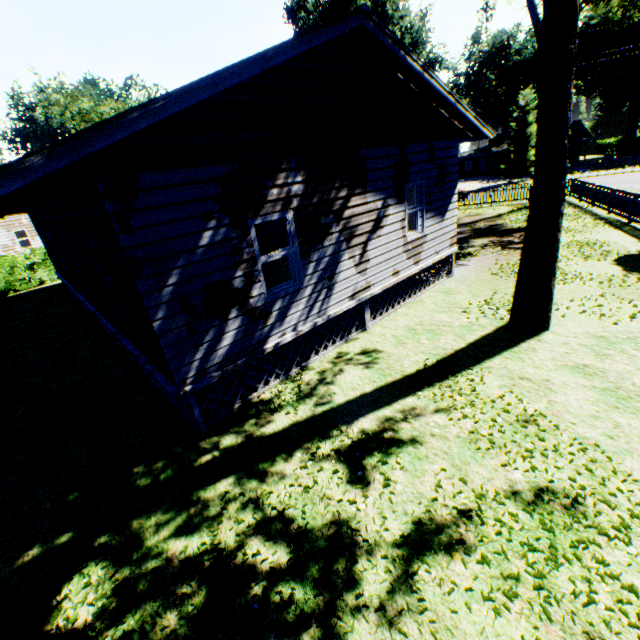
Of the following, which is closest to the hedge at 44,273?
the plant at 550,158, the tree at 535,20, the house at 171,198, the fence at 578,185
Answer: the fence at 578,185

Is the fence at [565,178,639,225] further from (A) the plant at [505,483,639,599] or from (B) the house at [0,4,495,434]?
(B) the house at [0,4,495,434]

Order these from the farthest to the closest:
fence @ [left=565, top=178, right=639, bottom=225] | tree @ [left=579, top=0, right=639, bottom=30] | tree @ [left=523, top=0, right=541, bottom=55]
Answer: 1. tree @ [left=523, top=0, right=541, bottom=55]
2. tree @ [left=579, top=0, right=639, bottom=30]
3. fence @ [left=565, top=178, right=639, bottom=225]

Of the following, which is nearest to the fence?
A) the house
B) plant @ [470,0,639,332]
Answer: plant @ [470,0,639,332]

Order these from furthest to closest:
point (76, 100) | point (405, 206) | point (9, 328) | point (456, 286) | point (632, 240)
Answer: point (76, 100) → point (9, 328) → point (632, 240) → point (456, 286) → point (405, 206)

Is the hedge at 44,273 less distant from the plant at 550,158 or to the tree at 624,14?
the plant at 550,158

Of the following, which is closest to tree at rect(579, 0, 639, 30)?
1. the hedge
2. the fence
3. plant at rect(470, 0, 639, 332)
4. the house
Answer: the fence

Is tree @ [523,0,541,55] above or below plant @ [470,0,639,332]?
above
